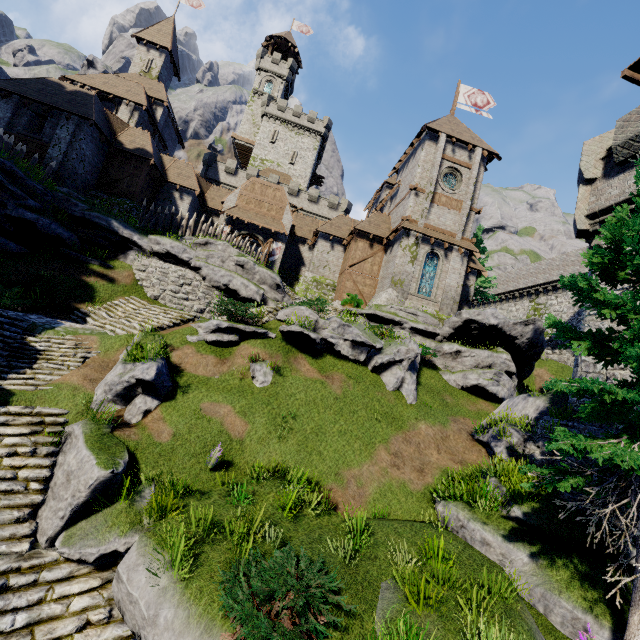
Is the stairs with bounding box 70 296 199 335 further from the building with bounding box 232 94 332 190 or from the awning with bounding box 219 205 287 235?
the building with bounding box 232 94 332 190

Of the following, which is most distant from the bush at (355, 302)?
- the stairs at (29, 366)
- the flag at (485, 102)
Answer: the flag at (485, 102)

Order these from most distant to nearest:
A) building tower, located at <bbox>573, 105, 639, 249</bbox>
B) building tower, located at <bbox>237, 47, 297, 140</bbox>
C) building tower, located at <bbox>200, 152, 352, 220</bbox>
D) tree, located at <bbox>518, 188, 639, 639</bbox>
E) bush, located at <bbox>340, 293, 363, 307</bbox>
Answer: building tower, located at <bbox>237, 47, 297, 140</bbox> → building tower, located at <bbox>200, 152, 352, 220</bbox> → bush, located at <bbox>340, 293, 363, 307</bbox> → building tower, located at <bbox>573, 105, 639, 249</bbox> → tree, located at <bbox>518, 188, 639, 639</bbox>

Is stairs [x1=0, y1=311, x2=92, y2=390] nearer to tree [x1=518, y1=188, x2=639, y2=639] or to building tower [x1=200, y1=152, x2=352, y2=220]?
tree [x1=518, y1=188, x2=639, y2=639]

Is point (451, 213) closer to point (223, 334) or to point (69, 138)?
point (223, 334)

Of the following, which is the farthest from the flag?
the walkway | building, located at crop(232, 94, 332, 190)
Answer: building, located at crop(232, 94, 332, 190)

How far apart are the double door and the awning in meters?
0.5

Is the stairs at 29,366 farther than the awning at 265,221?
No
